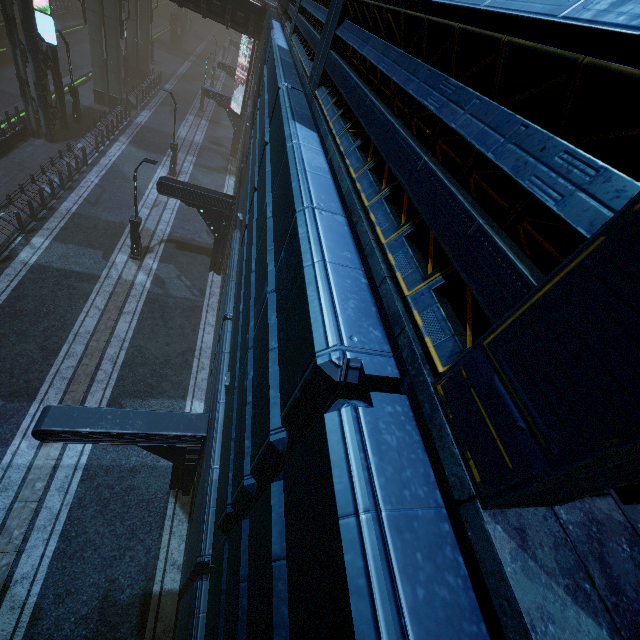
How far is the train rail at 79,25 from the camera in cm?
3319

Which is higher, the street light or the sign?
the sign

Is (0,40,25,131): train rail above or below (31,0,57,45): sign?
below

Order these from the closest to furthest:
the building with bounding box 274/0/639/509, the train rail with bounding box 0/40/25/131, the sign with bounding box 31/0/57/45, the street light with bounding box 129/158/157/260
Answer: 1. the building with bounding box 274/0/639/509
2. the street light with bounding box 129/158/157/260
3. the sign with bounding box 31/0/57/45
4. the train rail with bounding box 0/40/25/131

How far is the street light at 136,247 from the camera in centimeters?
1448cm

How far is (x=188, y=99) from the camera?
→ 37.91m

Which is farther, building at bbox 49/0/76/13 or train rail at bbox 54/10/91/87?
building at bbox 49/0/76/13

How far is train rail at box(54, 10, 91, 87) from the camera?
33.19m
